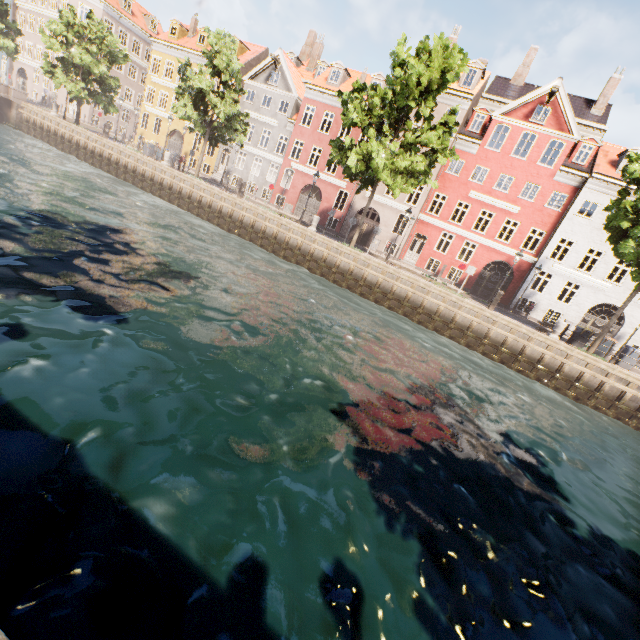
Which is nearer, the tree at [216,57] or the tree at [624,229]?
the tree at [624,229]

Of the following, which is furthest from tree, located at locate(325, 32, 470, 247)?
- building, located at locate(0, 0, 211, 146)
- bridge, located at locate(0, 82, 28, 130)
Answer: building, located at locate(0, 0, 211, 146)

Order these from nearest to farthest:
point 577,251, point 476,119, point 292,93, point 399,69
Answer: point 399,69 < point 577,251 < point 476,119 < point 292,93

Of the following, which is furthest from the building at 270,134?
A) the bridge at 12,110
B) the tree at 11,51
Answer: the bridge at 12,110

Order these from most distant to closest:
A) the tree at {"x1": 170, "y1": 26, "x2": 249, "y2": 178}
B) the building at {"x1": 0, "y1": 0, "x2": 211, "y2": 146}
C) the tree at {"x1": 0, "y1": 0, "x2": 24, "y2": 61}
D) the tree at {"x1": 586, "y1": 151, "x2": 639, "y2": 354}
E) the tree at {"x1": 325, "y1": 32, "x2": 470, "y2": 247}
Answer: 1. the building at {"x1": 0, "y1": 0, "x2": 211, "y2": 146}
2. the tree at {"x1": 0, "y1": 0, "x2": 24, "y2": 61}
3. the tree at {"x1": 170, "y1": 26, "x2": 249, "y2": 178}
4. the tree at {"x1": 325, "y1": 32, "x2": 470, "y2": 247}
5. the tree at {"x1": 586, "y1": 151, "x2": 639, "y2": 354}

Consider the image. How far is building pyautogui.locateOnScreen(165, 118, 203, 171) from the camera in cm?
3477

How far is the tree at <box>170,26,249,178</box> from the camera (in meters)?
21.53
